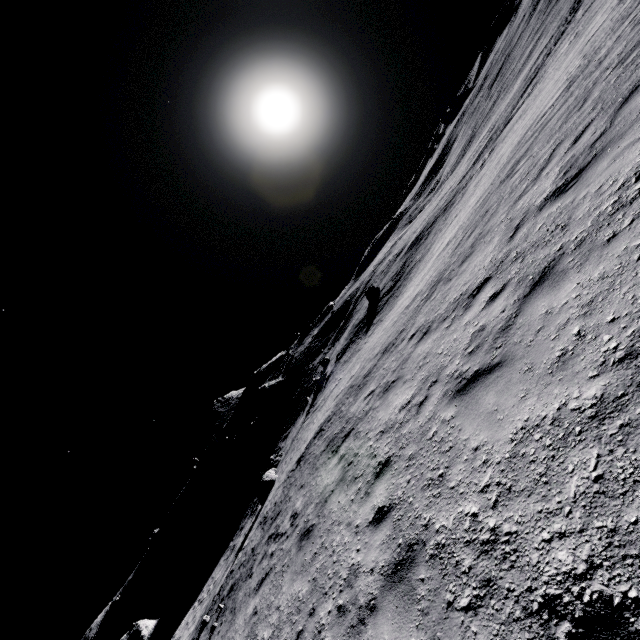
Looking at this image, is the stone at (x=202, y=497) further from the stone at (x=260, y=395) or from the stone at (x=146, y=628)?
the stone at (x=146, y=628)

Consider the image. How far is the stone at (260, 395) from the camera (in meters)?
50.03

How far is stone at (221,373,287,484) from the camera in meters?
50.0 m

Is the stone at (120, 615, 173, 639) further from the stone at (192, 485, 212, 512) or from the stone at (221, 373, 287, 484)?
the stone at (221, 373, 287, 484)

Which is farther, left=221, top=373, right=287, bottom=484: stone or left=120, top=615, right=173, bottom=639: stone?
left=221, top=373, right=287, bottom=484: stone

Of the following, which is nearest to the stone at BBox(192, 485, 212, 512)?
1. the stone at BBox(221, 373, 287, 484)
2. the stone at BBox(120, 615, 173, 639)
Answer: the stone at BBox(221, 373, 287, 484)

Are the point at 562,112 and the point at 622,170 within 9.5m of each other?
yes

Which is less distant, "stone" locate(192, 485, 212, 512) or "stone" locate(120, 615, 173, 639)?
"stone" locate(120, 615, 173, 639)
